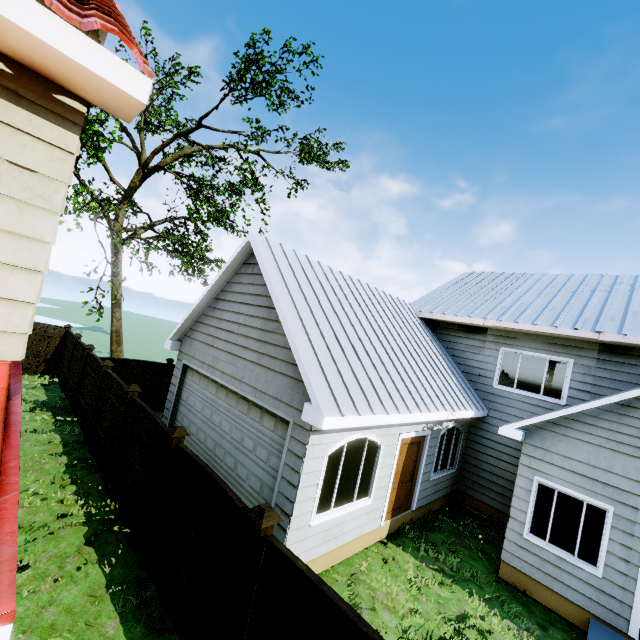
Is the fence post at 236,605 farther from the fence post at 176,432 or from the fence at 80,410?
the fence post at 176,432

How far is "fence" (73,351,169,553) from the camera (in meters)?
6.08

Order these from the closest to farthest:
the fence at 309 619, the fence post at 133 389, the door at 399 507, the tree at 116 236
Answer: the fence at 309 619 < the fence post at 133 389 < the door at 399 507 < the tree at 116 236

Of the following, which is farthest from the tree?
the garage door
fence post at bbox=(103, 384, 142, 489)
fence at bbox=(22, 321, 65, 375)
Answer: fence post at bbox=(103, 384, 142, 489)

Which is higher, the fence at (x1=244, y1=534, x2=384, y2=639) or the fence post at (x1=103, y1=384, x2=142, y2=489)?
the fence post at (x1=103, y1=384, x2=142, y2=489)

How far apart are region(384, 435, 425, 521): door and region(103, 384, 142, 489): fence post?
6.32m

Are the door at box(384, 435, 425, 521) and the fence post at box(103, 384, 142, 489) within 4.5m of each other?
no

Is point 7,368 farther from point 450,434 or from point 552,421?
point 450,434
